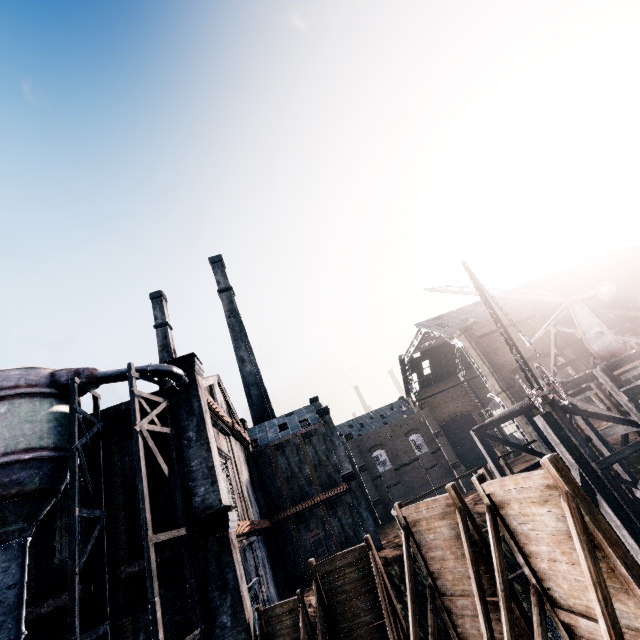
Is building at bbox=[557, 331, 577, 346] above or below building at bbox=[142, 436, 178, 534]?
above

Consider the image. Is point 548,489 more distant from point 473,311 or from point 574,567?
point 473,311

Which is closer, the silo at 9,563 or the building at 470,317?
the silo at 9,563

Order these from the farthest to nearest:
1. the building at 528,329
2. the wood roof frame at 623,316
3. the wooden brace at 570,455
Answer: the building at 528,329 → the wood roof frame at 623,316 → the wooden brace at 570,455

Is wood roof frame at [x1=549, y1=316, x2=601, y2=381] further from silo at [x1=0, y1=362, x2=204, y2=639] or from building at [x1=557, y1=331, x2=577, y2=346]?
silo at [x1=0, y1=362, x2=204, y2=639]

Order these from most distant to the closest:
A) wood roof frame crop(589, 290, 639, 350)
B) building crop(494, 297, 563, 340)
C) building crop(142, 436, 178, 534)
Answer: building crop(494, 297, 563, 340) < wood roof frame crop(589, 290, 639, 350) < building crop(142, 436, 178, 534)

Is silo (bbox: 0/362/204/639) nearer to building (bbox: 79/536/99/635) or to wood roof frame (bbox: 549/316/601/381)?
building (bbox: 79/536/99/635)

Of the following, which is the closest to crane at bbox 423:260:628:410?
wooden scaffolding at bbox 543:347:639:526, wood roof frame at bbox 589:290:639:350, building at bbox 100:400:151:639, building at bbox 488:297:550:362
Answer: wooden scaffolding at bbox 543:347:639:526
